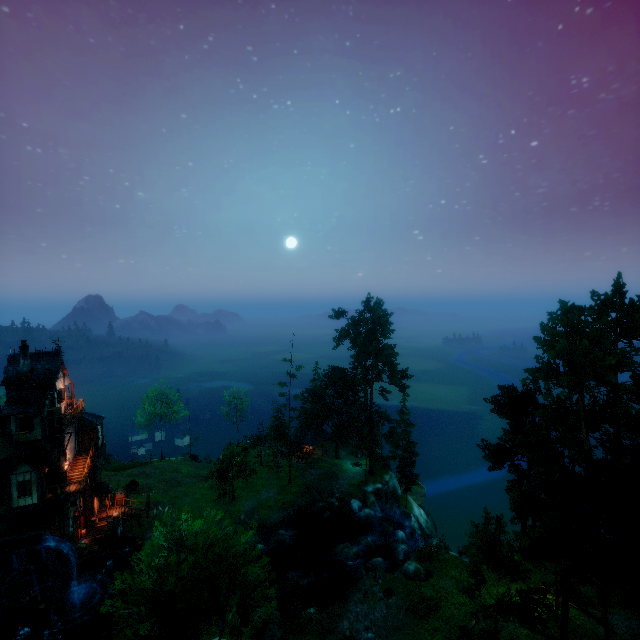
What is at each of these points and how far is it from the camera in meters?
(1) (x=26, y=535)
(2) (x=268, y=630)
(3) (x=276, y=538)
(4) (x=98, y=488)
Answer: (1) drain, 27.8
(2) rock, 24.0
(3) rock, 35.9
(4) building, 36.3

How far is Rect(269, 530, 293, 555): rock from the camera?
35.3m

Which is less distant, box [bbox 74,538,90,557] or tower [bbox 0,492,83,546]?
tower [bbox 0,492,83,546]

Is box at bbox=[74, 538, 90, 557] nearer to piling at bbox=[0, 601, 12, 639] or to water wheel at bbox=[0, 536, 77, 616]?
water wheel at bbox=[0, 536, 77, 616]

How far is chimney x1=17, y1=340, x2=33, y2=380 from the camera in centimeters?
2916cm

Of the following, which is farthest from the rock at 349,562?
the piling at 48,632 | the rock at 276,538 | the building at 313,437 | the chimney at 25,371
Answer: the chimney at 25,371

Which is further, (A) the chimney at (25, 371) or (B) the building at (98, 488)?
(B) the building at (98, 488)

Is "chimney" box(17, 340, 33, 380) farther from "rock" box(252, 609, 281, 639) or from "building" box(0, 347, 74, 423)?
"rock" box(252, 609, 281, 639)
